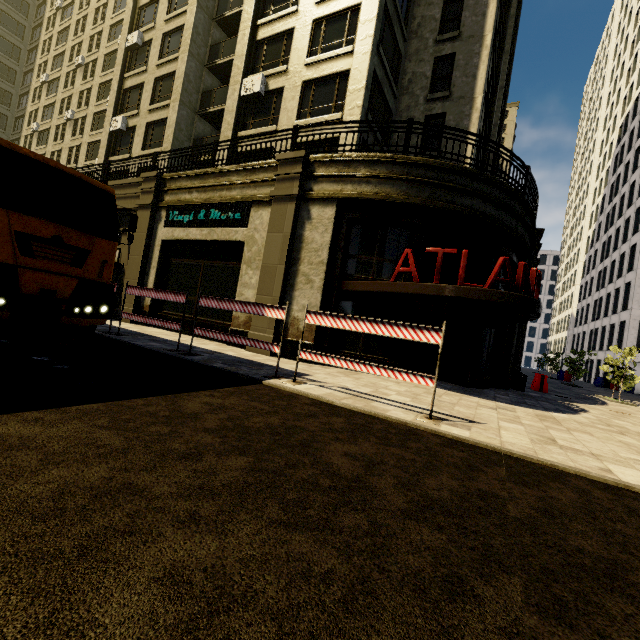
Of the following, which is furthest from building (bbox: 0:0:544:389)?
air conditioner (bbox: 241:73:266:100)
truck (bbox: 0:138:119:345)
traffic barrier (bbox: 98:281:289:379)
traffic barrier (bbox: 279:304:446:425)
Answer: truck (bbox: 0:138:119:345)

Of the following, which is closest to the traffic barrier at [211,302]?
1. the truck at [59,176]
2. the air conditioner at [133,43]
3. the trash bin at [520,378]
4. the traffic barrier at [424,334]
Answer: the traffic barrier at [424,334]

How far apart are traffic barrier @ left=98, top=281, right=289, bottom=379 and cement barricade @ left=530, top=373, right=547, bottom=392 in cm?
1307

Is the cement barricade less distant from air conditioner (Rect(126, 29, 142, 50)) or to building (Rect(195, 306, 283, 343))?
building (Rect(195, 306, 283, 343))

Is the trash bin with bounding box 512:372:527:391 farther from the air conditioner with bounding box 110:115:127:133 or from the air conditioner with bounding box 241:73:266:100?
the air conditioner with bounding box 110:115:127:133

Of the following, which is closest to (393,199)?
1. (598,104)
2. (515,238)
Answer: (515,238)

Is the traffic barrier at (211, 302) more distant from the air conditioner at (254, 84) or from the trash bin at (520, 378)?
the air conditioner at (254, 84)

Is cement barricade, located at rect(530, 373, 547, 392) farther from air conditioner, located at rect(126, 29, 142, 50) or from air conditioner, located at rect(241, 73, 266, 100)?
air conditioner, located at rect(126, 29, 142, 50)
